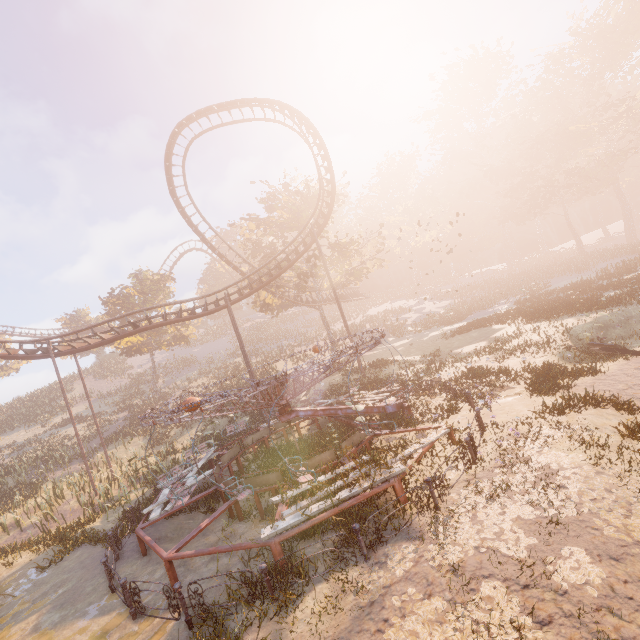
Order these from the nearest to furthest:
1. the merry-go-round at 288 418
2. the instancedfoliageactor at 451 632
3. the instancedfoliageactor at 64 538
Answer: the instancedfoliageactor at 451 632
the merry-go-round at 288 418
the instancedfoliageactor at 64 538

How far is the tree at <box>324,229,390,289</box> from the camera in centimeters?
3131cm

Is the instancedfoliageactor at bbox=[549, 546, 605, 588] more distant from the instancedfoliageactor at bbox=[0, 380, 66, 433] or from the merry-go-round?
the instancedfoliageactor at bbox=[0, 380, 66, 433]

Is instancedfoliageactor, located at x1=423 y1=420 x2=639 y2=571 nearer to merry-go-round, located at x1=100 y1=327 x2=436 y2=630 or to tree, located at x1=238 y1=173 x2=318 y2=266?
merry-go-round, located at x1=100 y1=327 x2=436 y2=630

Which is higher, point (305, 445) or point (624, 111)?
point (624, 111)

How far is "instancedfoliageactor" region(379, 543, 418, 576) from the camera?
6.00m

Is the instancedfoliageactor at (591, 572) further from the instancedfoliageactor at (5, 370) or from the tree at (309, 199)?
the tree at (309, 199)

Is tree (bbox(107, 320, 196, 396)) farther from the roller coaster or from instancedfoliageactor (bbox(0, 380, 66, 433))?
instancedfoliageactor (bbox(0, 380, 66, 433))
